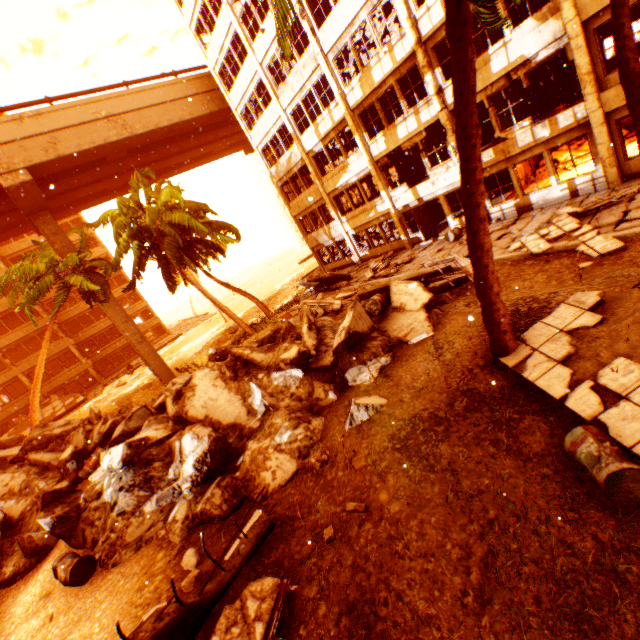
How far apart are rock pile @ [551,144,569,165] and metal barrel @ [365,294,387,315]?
14.1m

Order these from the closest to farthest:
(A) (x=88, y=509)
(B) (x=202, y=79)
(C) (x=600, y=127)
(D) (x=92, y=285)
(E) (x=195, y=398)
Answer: (A) (x=88, y=509), (E) (x=195, y=398), (C) (x=600, y=127), (D) (x=92, y=285), (B) (x=202, y=79)

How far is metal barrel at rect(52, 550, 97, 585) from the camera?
6.6 meters

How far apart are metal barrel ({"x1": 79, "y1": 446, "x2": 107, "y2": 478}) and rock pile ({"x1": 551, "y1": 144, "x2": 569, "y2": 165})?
23.5m

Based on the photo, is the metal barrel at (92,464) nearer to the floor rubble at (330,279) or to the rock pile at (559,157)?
the floor rubble at (330,279)

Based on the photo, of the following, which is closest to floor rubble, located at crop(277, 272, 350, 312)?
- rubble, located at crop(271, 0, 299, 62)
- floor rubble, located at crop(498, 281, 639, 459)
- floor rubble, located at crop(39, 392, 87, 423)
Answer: rubble, located at crop(271, 0, 299, 62)

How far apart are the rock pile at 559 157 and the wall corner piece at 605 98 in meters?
6.2

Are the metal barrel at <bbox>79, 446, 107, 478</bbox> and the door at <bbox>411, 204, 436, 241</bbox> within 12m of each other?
no
